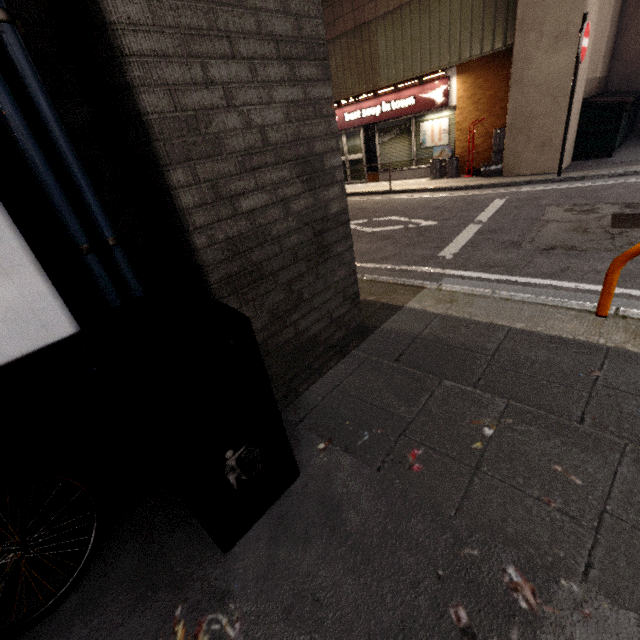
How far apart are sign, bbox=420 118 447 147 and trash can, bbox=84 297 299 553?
11.52m

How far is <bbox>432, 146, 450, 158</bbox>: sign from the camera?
10.6m

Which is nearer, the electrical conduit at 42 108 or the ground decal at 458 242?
the electrical conduit at 42 108

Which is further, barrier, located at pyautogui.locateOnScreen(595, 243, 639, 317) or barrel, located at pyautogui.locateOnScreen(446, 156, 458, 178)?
barrel, located at pyautogui.locateOnScreen(446, 156, 458, 178)

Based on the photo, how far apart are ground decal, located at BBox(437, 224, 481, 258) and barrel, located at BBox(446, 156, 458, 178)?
5.28m

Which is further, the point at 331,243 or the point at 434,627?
the point at 331,243

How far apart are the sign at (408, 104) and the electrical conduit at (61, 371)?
11.5m

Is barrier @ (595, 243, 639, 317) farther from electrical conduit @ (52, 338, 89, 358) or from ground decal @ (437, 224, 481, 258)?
electrical conduit @ (52, 338, 89, 358)
